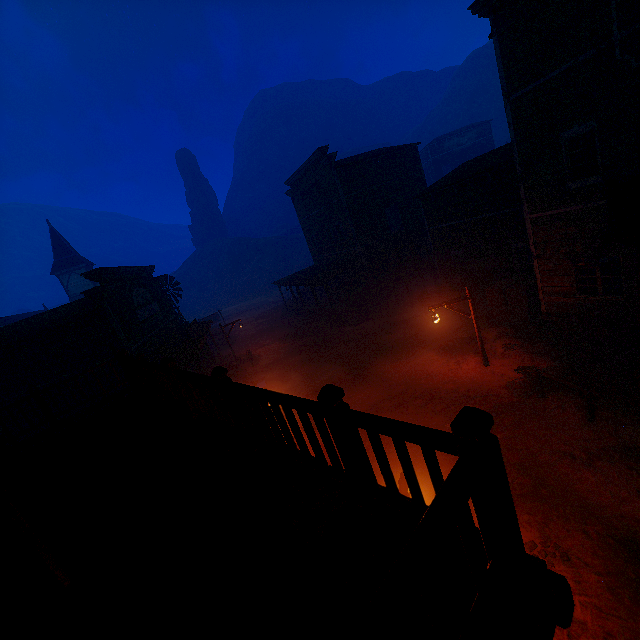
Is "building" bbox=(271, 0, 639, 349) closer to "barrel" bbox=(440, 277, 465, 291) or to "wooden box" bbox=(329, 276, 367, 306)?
"wooden box" bbox=(329, 276, 367, 306)

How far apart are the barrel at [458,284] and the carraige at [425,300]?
0.0 meters

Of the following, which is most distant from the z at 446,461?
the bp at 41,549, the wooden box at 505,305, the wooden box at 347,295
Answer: the bp at 41,549

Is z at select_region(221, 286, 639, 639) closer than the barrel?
Yes

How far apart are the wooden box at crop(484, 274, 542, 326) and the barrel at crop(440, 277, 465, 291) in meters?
2.1

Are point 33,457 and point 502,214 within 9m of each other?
no

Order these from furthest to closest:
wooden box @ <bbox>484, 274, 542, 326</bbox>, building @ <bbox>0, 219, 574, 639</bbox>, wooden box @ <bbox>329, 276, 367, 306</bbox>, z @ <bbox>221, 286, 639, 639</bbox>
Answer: wooden box @ <bbox>329, 276, 367, 306</bbox>, wooden box @ <bbox>484, 274, 542, 326</bbox>, z @ <bbox>221, 286, 639, 639</bbox>, building @ <bbox>0, 219, 574, 639</bbox>

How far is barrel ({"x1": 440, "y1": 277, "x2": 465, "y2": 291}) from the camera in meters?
18.2 m
